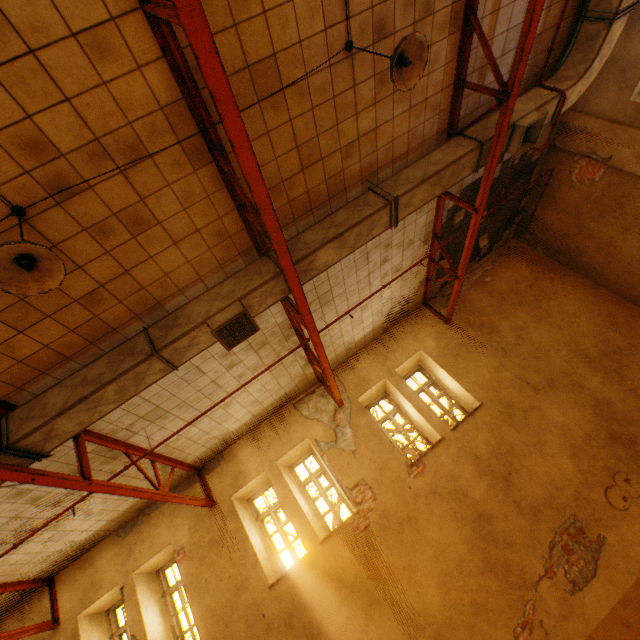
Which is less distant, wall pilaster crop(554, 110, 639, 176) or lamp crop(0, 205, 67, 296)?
lamp crop(0, 205, 67, 296)

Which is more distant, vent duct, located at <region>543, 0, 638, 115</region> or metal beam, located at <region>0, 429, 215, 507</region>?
vent duct, located at <region>543, 0, 638, 115</region>

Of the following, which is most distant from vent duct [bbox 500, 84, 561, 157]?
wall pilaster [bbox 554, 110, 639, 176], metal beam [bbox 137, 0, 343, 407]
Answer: wall pilaster [bbox 554, 110, 639, 176]

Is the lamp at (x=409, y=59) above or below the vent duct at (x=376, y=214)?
below

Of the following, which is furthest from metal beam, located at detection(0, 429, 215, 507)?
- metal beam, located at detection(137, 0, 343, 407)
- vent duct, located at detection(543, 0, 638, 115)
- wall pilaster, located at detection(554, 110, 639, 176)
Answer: wall pilaster, located at detection(554, 110, 639, 176)

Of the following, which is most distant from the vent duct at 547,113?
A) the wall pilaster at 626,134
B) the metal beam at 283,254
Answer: the wall pilaster at 626,134

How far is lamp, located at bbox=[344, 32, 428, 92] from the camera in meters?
3.1

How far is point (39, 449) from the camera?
4.1 meters
